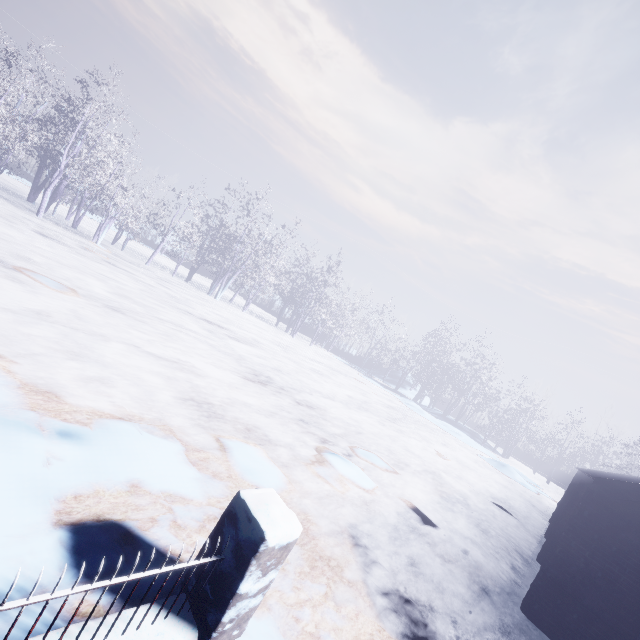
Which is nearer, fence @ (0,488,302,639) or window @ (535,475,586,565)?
fence @ (0,488,302,639)

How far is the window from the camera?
7.3 meters

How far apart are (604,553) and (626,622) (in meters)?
0.76

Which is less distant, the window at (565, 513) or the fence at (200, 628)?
the fence at (200, 628)

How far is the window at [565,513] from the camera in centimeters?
734cm
